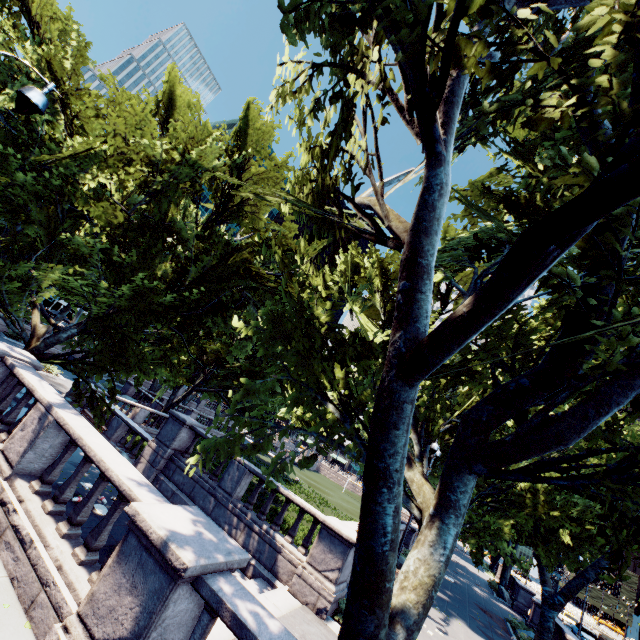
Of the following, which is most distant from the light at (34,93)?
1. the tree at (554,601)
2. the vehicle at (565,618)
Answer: the vehicle at (565,618)

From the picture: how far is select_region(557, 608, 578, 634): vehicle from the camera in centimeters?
3516cm

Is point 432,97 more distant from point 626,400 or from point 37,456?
point 37,456

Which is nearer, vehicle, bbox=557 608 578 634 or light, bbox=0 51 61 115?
light, bbox=0 51 61 115

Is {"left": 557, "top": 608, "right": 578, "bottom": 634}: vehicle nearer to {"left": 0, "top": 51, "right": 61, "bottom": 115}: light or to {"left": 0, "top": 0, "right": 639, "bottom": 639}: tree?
{"left": 0, "top": 0, "right": 639, "bottom": 639}: tree

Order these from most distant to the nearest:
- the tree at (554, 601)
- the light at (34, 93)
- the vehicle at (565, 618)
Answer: the vehicle at (565, 618) → the light at (34, 93) → the tree at (554, 601)

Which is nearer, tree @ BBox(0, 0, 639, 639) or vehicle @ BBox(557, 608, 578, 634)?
tree @ BBox(0, 0, 639, 639)

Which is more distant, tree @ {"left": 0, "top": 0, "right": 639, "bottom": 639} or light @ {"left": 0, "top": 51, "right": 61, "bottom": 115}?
light @ {"left": 0, "top": 51, "right": 61, "bottom": 115}
